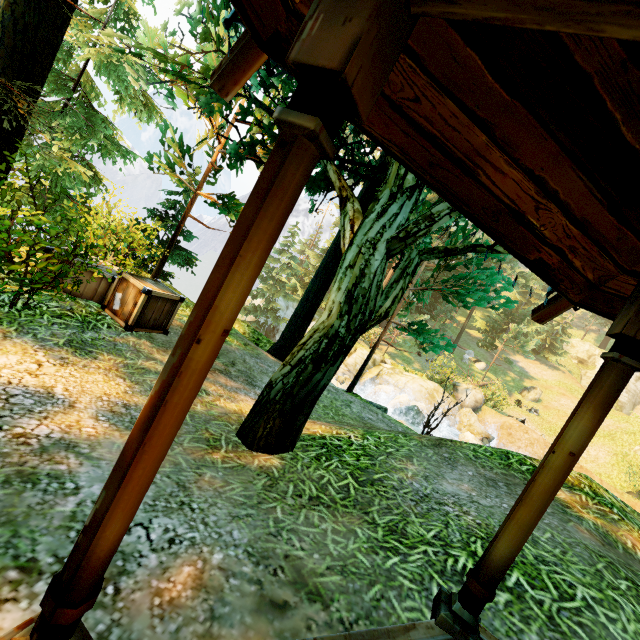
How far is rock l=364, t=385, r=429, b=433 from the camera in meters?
Result: 14.2

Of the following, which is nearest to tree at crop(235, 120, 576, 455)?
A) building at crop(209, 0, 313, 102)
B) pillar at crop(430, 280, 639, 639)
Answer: building at crop(209, 0, 313, 102)

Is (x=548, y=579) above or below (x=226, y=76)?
below

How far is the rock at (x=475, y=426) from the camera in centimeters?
Answer: 1950cm

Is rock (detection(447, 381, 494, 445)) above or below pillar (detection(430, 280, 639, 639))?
below

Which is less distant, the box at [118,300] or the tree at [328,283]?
the tree at [328,283]

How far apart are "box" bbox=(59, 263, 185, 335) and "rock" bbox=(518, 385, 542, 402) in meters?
33.8 m

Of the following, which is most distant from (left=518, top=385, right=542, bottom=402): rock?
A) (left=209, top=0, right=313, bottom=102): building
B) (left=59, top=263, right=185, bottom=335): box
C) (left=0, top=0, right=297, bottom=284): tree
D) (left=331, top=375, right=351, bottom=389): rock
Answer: (left=59, top=263, right=185, bottom=335): box
